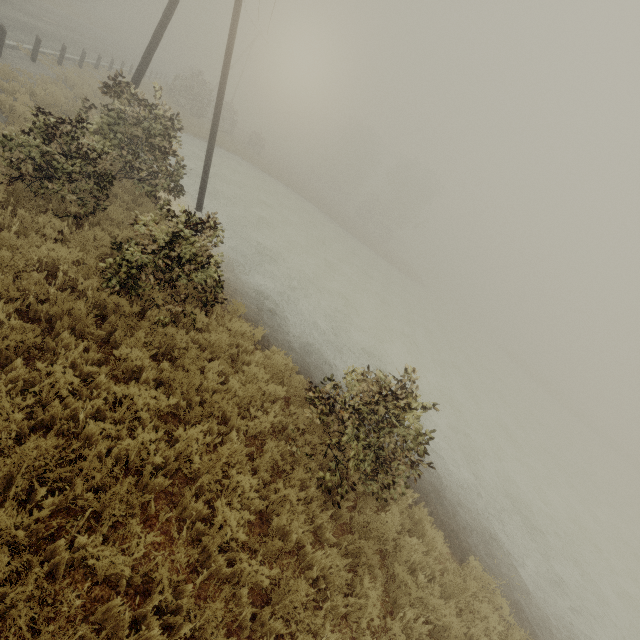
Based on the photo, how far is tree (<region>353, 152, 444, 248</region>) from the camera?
51.4 meters

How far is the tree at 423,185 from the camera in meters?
51.4

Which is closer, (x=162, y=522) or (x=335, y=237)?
(x=162, y=522)
